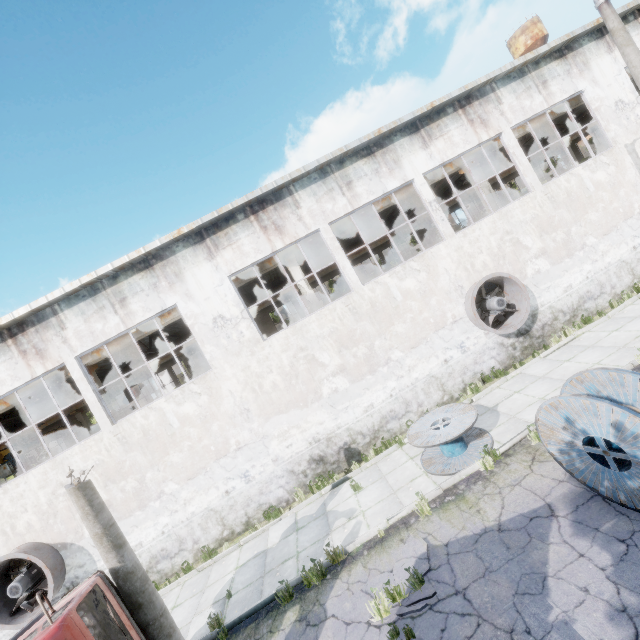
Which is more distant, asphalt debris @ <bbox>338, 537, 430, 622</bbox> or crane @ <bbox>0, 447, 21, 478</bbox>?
crane @ <bbox>0, 447, 21, 478</bbox>

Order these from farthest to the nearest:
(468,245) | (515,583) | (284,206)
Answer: (468,245) → (284,206) → (515,583)

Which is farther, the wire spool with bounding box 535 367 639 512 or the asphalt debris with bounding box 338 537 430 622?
the asphalt debris with bounding box 338 537 430 622

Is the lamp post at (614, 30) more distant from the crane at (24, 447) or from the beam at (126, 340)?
the crane at (24, 447)

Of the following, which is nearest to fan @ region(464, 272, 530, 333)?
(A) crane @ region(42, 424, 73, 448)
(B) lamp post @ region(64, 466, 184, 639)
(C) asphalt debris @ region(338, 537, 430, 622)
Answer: (C) asphalt debris @ region(338, 537, 430, 622)

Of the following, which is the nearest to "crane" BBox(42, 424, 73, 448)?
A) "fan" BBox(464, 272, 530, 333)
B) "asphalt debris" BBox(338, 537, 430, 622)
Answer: "asphalt debris" BBox(338, 537, 430, 622)

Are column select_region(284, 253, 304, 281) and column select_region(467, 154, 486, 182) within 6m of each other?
no

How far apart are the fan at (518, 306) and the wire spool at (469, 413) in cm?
327
